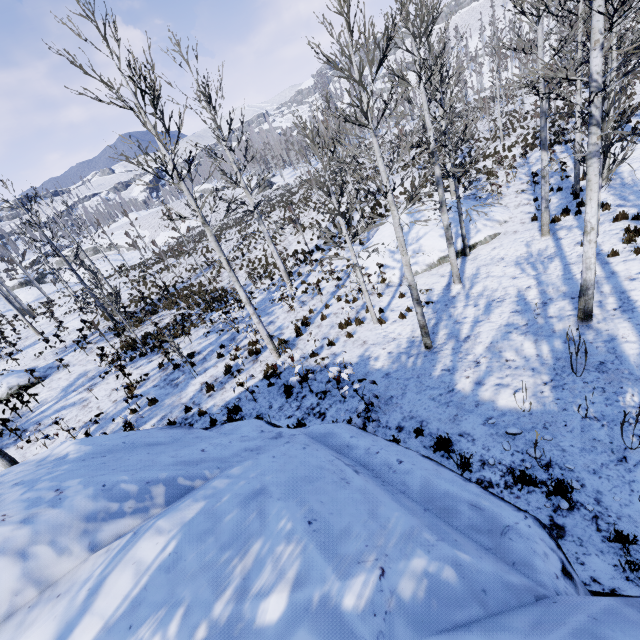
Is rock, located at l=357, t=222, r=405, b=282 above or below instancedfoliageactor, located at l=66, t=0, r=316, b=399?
below

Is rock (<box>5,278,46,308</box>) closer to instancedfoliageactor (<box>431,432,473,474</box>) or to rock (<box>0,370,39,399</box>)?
instancedfoliageactor (<box>431,432,473,474</box>)

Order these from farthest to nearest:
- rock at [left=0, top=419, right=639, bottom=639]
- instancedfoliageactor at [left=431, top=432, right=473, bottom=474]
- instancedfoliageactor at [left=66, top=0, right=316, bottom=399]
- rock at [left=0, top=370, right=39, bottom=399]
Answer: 1. rock at [left=0, top=370, right=39, bottom=399]
2. instancedfoliageactor at [left=66, top=0, right=316, bottom=399]
3. instancedfoliageactor at [left=431, top=432, right=473, bottom=474]
4. rock at [left=0, top=419, right=639, bottom=639]

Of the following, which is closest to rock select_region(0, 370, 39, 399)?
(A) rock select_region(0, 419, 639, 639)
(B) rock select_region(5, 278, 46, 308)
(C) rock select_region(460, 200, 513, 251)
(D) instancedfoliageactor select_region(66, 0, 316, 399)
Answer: (D) instancedfoliageactor select_region(66, 0, 316, 399)

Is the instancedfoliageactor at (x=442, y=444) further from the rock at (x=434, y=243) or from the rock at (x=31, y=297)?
the rock at (x=31, y=297)

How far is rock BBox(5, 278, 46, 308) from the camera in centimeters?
3762cm

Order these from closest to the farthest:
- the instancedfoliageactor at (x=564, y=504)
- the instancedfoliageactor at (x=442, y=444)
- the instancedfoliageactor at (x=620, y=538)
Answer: the instancedfoliageactor at (x=620, y=538), the instancedfoliageactor at (x=564, y=504), the instancedfoliageactor at (x=442, y=444)

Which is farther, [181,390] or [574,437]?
[181,390]
